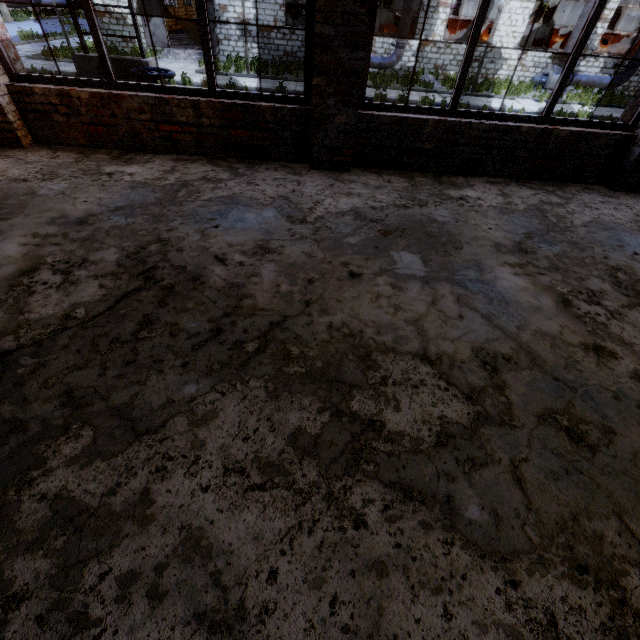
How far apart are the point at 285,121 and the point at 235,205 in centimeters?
162cm

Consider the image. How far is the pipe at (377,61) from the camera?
17.9m

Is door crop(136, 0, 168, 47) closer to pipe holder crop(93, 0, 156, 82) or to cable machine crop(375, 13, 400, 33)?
pipe holder crop(93, 0, 156, 82)

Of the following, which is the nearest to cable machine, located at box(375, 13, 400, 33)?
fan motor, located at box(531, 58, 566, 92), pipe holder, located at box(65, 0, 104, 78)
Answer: fan motor, located at box(531, 58, 566, 92)

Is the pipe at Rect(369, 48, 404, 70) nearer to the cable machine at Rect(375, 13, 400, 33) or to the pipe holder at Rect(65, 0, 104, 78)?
the cable machine at Rect(375, 13, 400, 33)

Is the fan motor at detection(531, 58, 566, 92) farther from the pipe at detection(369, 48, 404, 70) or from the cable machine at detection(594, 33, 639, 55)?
the pipe at detection(369, 48, 404, 70)

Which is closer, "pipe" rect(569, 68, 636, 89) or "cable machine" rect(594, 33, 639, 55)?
"pipe" rect(569, 68, 636, 89)

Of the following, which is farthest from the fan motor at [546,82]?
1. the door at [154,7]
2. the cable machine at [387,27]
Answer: the door at [154,7]
